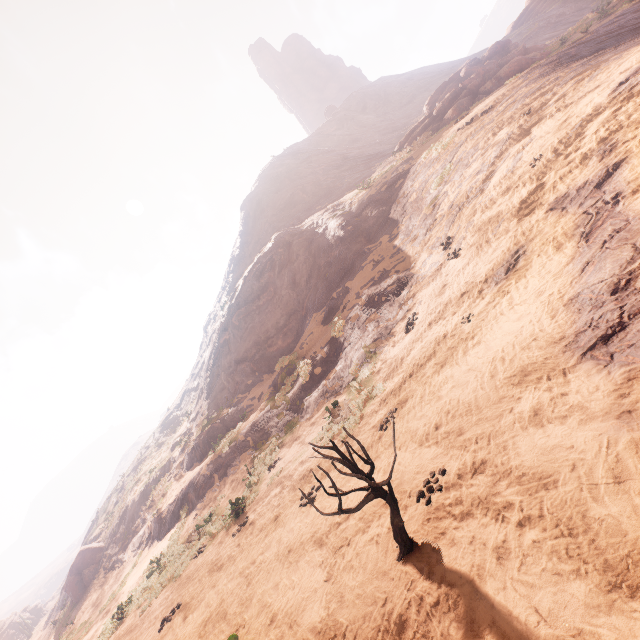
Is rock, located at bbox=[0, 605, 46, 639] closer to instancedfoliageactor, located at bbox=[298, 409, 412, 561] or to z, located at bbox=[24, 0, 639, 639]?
z, located at bbox=[24, 0, 639, 639]

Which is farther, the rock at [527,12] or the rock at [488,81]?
the rock at [527,12]

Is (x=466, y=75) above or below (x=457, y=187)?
above

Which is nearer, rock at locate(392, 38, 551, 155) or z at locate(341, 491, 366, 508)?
z at locate(341, 491, 366, 508)

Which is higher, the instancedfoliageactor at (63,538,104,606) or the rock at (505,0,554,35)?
the rock at (505,0,554,35)

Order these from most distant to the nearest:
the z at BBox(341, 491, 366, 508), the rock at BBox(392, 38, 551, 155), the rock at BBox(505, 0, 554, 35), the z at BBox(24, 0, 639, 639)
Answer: the rock at BBox(505, 0, 554, 35)
the rock at BBox(392, 38, 551, 155)
the z at BBox(341, 491, 366, 508)
the z at BBox(24, 0, 639, 639)

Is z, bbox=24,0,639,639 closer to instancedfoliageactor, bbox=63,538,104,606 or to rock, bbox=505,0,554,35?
instancedfoliageactor, bbox=63,538,104,606

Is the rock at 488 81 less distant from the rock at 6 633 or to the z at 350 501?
the z at 350 501
